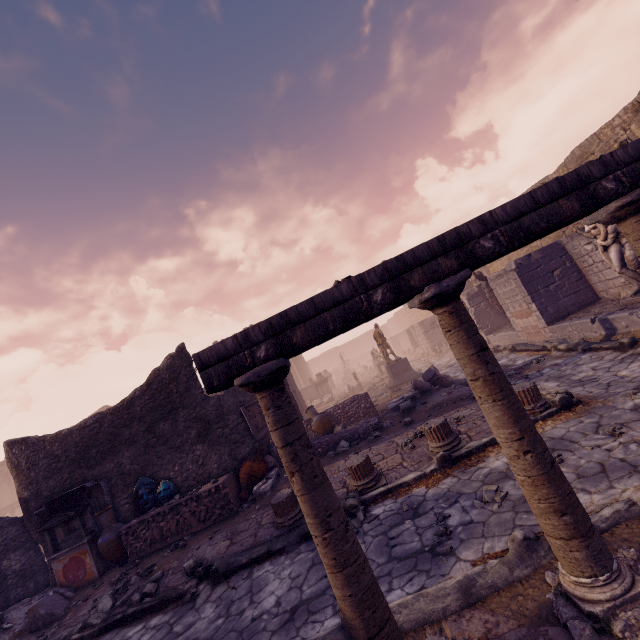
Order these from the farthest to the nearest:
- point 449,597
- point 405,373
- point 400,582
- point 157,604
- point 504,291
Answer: point 405,373
point 504,291
point 157,604
point 400,582
point 449,597

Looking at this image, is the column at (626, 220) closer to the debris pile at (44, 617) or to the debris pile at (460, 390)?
the debris pile at (460, 390)

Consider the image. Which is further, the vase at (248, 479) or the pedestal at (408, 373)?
the pedestal at (408, 373)

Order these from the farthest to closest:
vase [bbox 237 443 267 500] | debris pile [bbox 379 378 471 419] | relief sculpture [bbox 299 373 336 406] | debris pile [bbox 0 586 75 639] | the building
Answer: the building, relief sculpture [bbox 299 373 336 406], debris pile [bbox 379 378 471 419], vase [bbox 237 443 267 500], debris pile [bbox 0 586 75 639]

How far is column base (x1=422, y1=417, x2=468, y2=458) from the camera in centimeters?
566cm

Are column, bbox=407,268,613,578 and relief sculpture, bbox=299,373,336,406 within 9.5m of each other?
no

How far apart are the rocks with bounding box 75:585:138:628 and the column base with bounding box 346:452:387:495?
4.5 meters

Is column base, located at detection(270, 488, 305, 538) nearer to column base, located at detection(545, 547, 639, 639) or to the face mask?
the face mask
